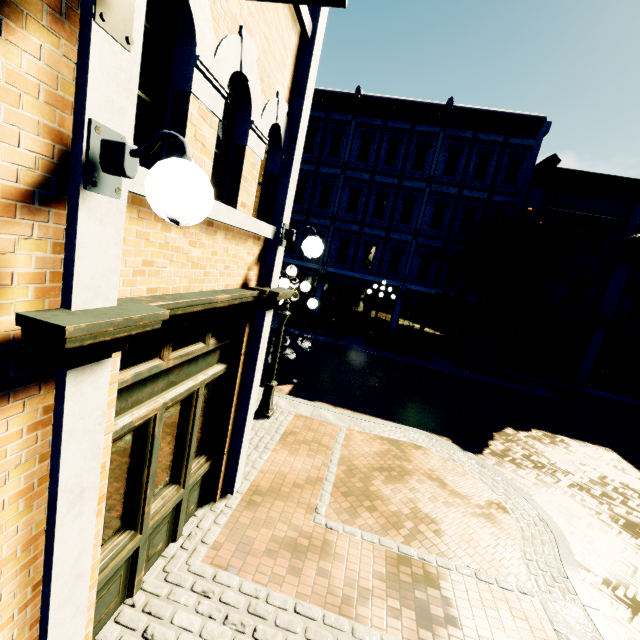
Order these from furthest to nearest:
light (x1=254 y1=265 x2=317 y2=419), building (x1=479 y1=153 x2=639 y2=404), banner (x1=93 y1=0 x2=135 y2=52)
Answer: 1. building (x1=479 y1=153 x2=639 y2=404)
2. light (x1=254 y1=265 x2=317 y2=419)
3. banner (x1=93 y1=0 x2=135 y2=52)

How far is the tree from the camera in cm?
1491

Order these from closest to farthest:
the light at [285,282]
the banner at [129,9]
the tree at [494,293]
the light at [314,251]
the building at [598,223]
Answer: the banner at [129,9]
the light at [314,251]
the light at [285,282]
the tree at [494,293]
the building at [598,223]

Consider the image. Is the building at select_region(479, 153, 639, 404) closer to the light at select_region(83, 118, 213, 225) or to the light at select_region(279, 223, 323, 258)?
the light at select_region(279, 223, 323, 258)

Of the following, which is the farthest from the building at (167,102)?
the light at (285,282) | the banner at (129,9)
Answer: the light at (285,282)

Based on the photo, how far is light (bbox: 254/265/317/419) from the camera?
7.2 meters

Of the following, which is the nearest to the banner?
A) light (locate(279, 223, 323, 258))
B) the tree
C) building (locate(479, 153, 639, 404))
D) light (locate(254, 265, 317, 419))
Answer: light (locate(279, 223, 323, 258))

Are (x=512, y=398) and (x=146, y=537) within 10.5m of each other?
no
